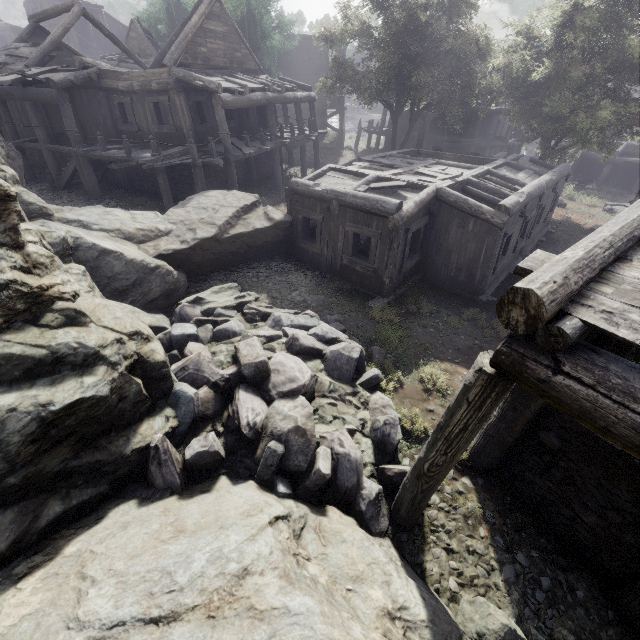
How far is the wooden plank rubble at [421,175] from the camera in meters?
11.4

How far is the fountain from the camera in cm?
2138

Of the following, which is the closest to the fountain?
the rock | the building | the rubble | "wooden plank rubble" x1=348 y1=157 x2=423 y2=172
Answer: the building

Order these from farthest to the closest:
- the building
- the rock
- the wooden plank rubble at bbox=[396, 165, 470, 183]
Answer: the wooden plank rubble at bbox=[396, 165, 470, 183], the rock, the building

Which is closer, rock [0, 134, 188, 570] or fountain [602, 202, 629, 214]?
rock [0, 134, 188, 570]

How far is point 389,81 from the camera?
21.9 meters

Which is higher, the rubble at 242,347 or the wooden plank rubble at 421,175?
the wooden plank rubble at 421,175

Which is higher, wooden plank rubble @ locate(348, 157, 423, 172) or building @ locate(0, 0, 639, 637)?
wooden plank rubble @ locate(348, 157, 423, 172)
